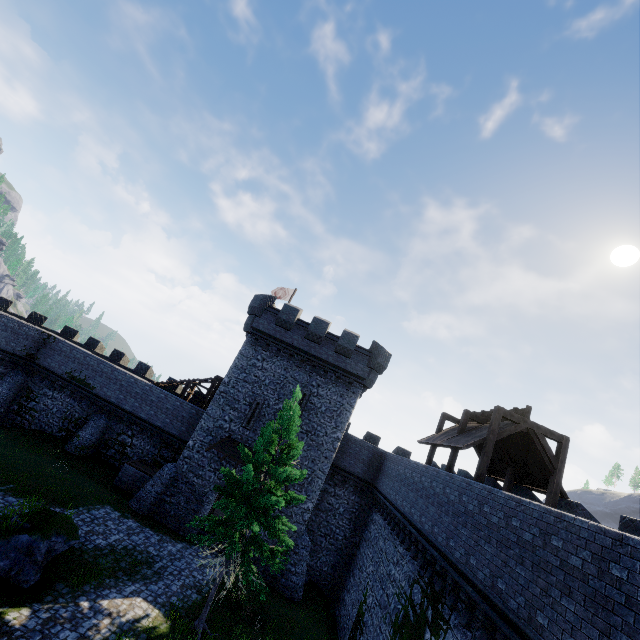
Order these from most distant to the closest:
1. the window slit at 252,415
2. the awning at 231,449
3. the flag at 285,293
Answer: the flag at 285,293
the window slit at 252,415
the awning at 231,449

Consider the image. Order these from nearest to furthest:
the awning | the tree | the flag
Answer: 1. the tree
2. the awning
3. the flag

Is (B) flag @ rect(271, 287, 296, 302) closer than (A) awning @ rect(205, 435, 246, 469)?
No

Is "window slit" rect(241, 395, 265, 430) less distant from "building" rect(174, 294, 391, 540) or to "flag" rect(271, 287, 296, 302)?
"building" rect(174, 294, 391, 540)

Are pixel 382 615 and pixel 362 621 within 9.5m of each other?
yes

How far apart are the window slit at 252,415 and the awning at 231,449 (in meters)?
0.74

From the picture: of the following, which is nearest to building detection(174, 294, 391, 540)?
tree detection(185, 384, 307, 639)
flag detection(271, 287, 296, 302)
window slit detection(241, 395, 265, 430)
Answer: window slit detection(241, 395, 265, 430)

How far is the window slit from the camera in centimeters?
2310cm
